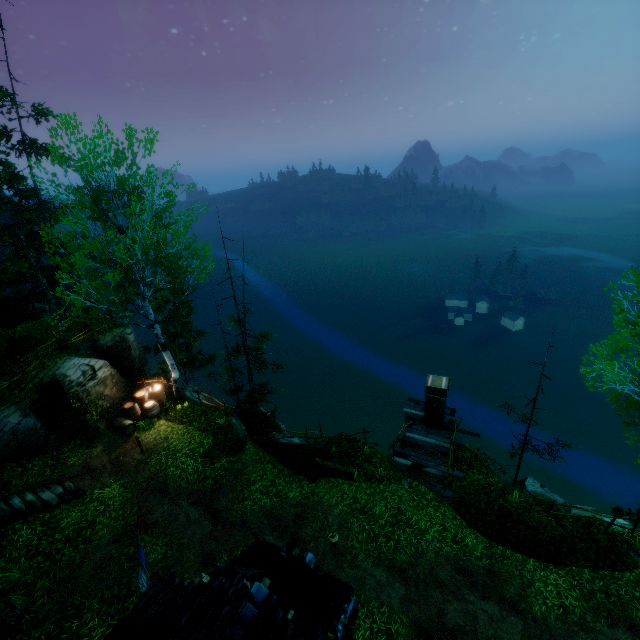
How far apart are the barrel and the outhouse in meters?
13.9 m

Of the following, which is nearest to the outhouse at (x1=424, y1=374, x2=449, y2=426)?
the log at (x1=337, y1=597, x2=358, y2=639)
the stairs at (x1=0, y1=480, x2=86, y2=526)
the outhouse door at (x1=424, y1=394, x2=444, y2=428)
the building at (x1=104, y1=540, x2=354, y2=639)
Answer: the outhouse door at (x1=424, y1=394, x2=444, y2=428)

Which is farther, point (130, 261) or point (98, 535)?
point (130, 261)

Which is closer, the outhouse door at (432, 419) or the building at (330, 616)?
the building at (330, 616)

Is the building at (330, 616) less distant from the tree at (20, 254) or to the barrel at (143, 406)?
the tree at (20, 254)

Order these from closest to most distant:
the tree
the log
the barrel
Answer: the log → the tree → the barrel

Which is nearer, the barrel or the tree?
the tree

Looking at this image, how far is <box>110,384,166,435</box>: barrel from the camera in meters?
15.4
